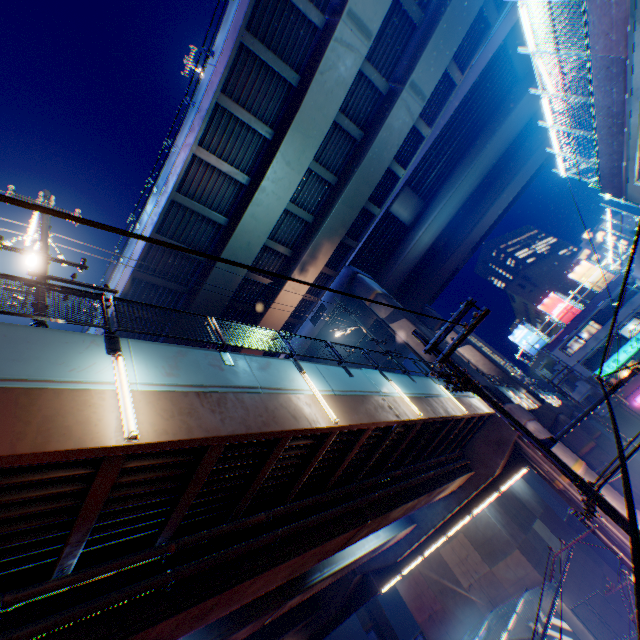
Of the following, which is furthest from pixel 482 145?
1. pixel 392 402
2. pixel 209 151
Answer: pixel 392 402

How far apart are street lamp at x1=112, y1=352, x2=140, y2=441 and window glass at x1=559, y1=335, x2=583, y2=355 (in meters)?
53.25

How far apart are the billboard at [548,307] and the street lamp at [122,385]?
55.1m

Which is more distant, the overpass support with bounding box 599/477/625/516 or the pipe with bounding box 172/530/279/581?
the overpass support with bounding box 599/477/625/516

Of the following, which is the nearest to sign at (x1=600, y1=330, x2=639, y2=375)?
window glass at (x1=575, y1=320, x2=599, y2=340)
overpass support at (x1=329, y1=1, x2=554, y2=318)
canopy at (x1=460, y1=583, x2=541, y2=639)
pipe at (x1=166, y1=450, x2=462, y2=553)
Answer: window glass at (x1=575, y1=320, x2=599, y2=340)

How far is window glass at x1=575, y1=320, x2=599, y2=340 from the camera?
42.4 meters

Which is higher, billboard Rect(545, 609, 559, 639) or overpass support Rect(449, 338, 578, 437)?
overpass support Rect(449, 338, 578, 437)

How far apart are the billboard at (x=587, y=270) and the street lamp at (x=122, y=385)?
56.43m
